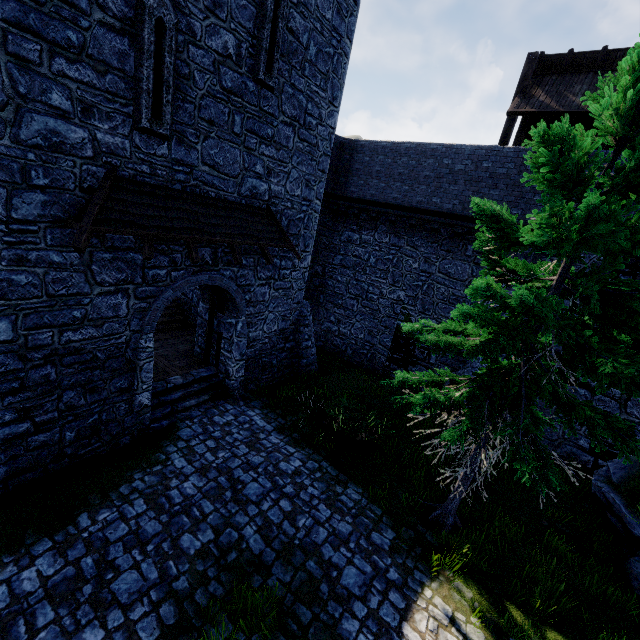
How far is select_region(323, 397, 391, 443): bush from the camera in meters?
9.6 m

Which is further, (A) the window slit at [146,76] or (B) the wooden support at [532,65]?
(B) the wooden support at [532,65]

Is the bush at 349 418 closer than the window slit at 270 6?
No

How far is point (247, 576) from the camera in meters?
6.0 m

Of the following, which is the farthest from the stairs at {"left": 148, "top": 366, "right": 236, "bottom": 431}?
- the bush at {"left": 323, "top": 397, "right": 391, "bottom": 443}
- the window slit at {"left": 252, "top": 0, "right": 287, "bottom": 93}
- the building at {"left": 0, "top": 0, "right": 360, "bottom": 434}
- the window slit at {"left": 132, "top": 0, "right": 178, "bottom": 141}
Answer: the window slit at {"left": 252, "top": 0, "right": 287, "bottom": 93}

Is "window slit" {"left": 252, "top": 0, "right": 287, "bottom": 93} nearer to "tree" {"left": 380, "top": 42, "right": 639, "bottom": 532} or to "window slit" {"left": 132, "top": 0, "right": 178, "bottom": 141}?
"window slit" {"left": 132, "top": 0, "right": 178, "bottom": 141}

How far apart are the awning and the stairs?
4.4m

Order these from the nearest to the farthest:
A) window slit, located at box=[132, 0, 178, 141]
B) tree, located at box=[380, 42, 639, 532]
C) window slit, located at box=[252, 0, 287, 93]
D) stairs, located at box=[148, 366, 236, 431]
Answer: tree, located at box=[380, 42, 639, 532], window slit, located at box=[132, 0, 178, 141], window slit, located at box=[252, 0, 287, 93], stairs, located at box=[148, 366, 236, 431]
